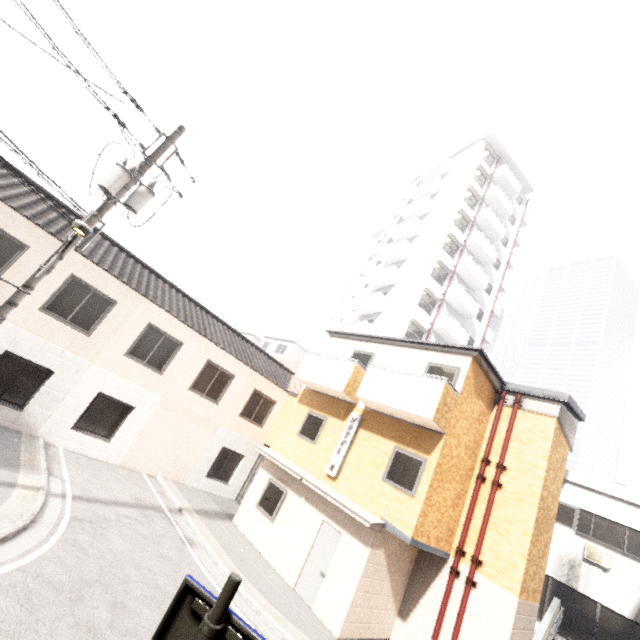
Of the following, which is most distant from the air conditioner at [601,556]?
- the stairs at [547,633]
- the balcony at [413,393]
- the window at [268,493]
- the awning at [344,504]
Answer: the window at [268,493]

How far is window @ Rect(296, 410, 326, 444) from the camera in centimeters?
1289cm

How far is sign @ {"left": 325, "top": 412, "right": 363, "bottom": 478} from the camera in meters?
11.3

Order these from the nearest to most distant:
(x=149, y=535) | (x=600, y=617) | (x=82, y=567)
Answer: (x=82, y=567), (x=149, y=535), (x=600, y=617)

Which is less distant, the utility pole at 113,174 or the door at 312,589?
the utility pole at 113,174

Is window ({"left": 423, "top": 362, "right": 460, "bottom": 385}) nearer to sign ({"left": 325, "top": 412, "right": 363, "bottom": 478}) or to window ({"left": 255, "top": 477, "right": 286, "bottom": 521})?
sign ({"left": 325, "top": 412, "right": 363, "bottom": 478})

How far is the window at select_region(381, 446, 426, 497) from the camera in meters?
9.6

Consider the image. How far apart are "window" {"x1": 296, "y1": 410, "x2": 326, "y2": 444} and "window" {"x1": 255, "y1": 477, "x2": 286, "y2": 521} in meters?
1.8 m
